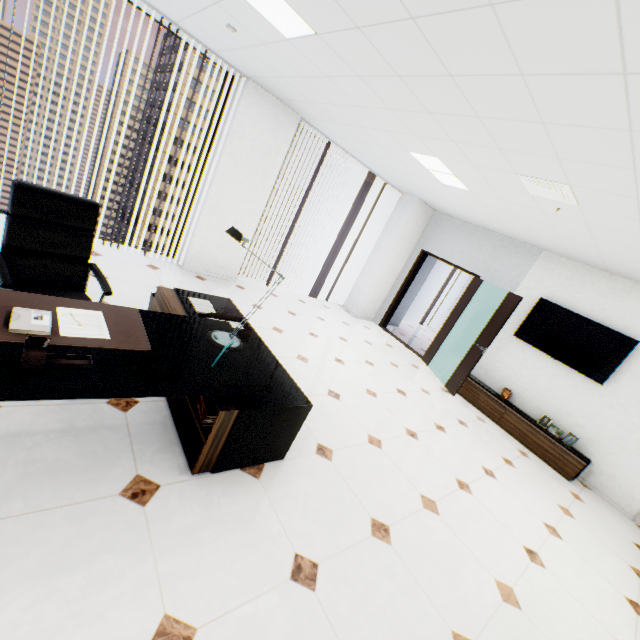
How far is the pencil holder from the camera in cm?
129

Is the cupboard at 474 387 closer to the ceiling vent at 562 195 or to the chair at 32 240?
the ceiling vent at 562 195

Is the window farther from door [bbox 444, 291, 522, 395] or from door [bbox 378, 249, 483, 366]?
door [bbox 444, 291, 522, 395]

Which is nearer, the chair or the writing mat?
the writing mat

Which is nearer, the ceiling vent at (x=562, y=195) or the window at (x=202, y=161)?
the ceiling vent at (x=562, y=195)

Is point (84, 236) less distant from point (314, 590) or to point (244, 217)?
point (314, 590)

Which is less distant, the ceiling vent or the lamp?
the lamp

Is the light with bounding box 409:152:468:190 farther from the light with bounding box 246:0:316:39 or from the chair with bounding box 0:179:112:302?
the chair with bounding box 0:179:112:302
